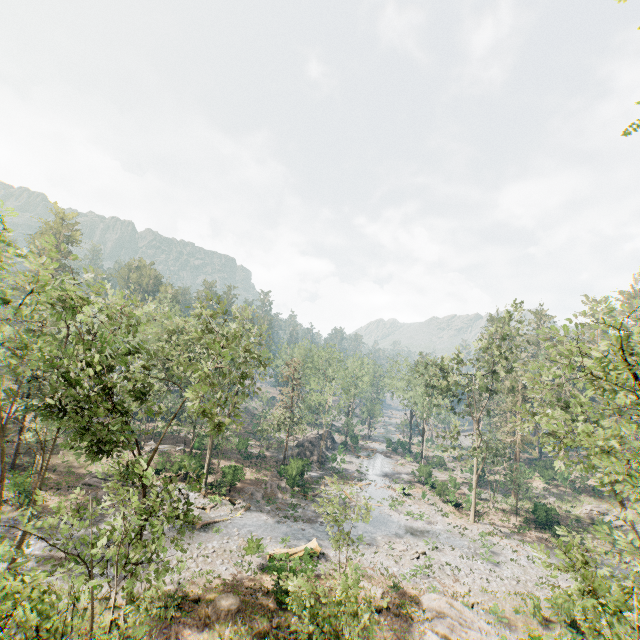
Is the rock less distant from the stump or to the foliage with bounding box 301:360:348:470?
the foliage with bounding box 301:360:348:470

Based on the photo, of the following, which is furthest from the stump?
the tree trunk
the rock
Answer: the rock

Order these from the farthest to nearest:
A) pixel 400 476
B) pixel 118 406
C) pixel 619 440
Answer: pixel 400 476, pixel 619 440, pixel 118 406

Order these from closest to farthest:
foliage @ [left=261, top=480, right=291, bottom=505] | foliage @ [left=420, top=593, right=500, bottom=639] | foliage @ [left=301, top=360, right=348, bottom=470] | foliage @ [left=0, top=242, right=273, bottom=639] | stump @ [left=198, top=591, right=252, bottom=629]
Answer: foliage @ [left=0, top=242, right=273, bottom=639], stump @ [left=198, top=591, right=252, bottom=629], foliage @ [left=420, top=593, right=500, bottom=639], foliage @ [left=261, top=480, right=291, bottom=505], foliage @ [left=301, top=360, right=348, bottom=470]

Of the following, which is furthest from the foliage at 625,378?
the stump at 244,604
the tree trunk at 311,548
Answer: the stump at 244,604

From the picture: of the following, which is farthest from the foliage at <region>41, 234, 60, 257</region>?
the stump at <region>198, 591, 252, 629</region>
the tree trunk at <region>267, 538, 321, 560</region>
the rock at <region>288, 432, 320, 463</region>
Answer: the stump at <region>198, 591, 252, 629</region>

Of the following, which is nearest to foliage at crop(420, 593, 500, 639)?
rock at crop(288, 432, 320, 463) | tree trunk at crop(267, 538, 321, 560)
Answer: tree trunk at crop(267, 538, 321, 560)

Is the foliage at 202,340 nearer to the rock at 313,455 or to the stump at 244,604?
the rock at 313,455
